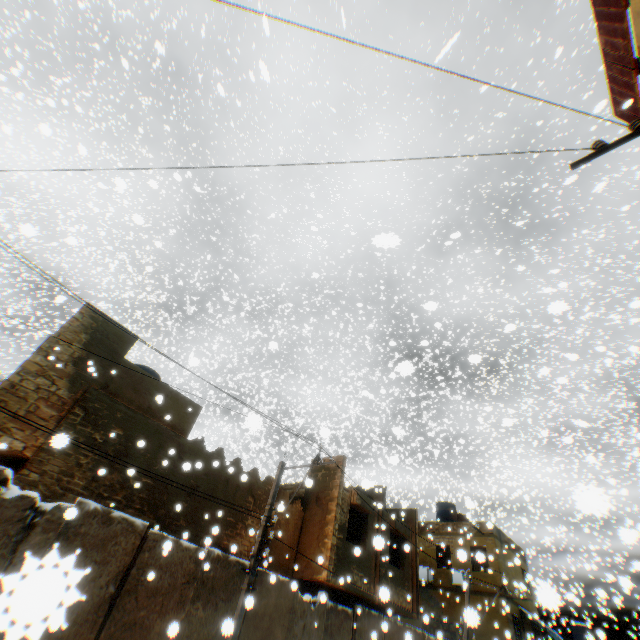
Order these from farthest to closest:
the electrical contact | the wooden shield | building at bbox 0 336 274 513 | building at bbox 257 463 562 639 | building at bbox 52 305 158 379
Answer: building at bbox 257 463 562 639 < building at bbox 52 305 158 379 < building at bbox 0 336 274 513 < the wooden shield < the electrical contact

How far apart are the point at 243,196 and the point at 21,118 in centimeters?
1810cm

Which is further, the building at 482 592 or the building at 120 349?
the building at 482 592

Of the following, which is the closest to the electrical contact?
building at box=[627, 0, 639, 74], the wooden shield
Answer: building at box=[627, 0, 639, 74]

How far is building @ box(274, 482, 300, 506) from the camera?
14.3m

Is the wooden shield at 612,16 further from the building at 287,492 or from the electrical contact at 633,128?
the electrical contact at 633,128

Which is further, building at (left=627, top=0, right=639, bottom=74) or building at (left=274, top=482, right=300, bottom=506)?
building at (left=274, top=482, right=300, bottom=506)
